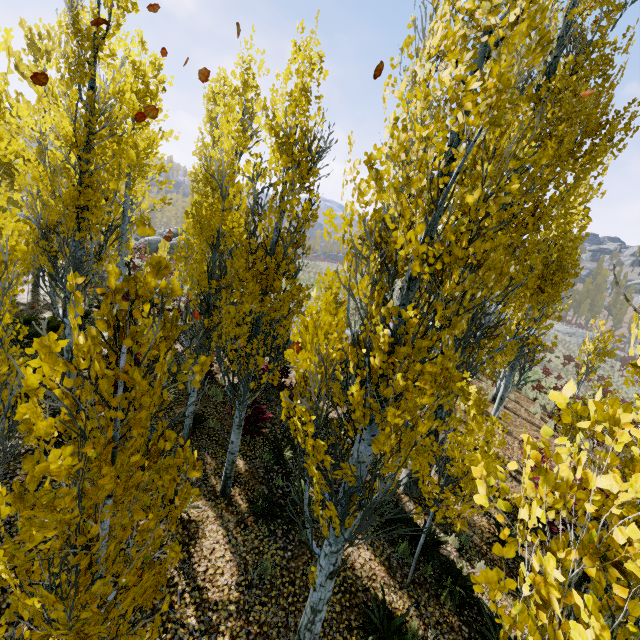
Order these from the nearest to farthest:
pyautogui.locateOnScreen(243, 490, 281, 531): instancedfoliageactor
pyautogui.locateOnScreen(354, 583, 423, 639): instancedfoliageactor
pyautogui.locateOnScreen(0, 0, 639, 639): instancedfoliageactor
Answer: pyautogui.locateOnScreen(0, 0, 639, 639): instancedfoliageactor
pyautogui.locateOnScreen(354, 583, 423, 639): instancedfoliageactor
pyautogui.locateOnScreen(243, 490, 281, 531): instancedfoliageactor

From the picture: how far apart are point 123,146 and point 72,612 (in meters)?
18.93

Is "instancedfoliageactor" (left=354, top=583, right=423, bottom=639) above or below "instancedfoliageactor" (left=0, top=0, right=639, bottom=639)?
below

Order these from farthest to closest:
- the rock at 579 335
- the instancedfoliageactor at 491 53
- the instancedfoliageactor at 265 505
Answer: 1. the rock at 579 335
2. the instancedfoliageactor at 265 505
3. the instancedfoliageactor at 491 53

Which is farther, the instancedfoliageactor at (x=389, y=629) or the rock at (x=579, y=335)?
the rock at (x=579, y=335)

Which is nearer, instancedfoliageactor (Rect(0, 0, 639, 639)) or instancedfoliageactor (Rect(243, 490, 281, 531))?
instancedfoliageactor (Rect(0, 0, 639, 639))

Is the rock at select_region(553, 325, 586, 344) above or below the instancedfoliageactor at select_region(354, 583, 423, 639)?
above

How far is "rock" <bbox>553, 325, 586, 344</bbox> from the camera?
52.42m
